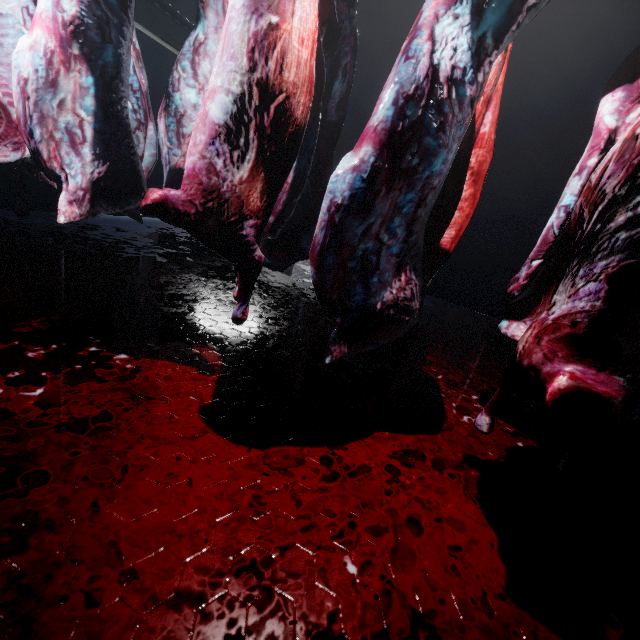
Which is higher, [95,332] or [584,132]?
[584,132]
